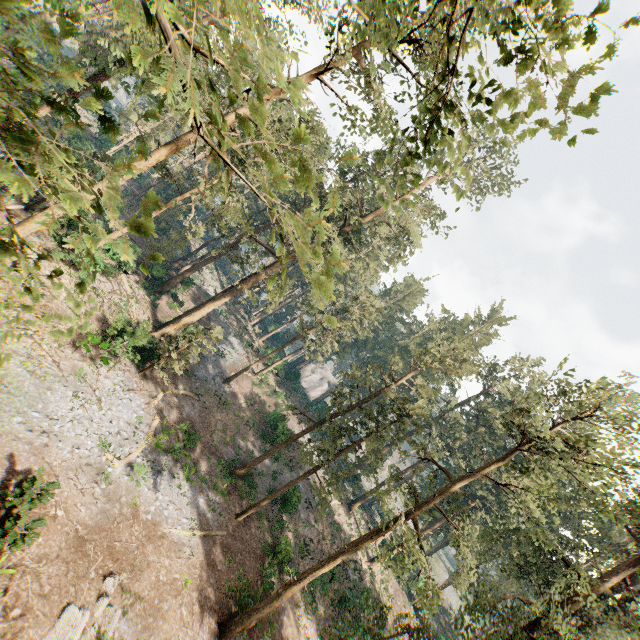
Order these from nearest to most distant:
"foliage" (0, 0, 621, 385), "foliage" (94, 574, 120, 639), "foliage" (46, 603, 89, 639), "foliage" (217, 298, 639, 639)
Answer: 1. "foliage" (0, 0, 621, 385)
2. "foliage" (46, 603, 89, 639)
3. "foliage" (94, 574, 120, 639)
4. "foliage" (217, 298, 639, 639)

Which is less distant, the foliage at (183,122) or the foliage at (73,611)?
the foliage at (183,122)

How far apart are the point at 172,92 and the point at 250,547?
30.0m

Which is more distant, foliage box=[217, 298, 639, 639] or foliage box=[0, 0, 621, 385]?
foliage box=[217, 298, 639, 639]

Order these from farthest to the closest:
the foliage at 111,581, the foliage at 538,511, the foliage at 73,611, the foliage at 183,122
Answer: the foliage at 538,511 → the foliage at 111,581 → the foliage at 73,611 → the foliage at 183,122

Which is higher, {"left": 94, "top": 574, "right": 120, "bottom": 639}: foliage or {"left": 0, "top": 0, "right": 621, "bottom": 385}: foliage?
{"left": 0, "top": 0, "right": 621, "bottom": 385}: foliage
